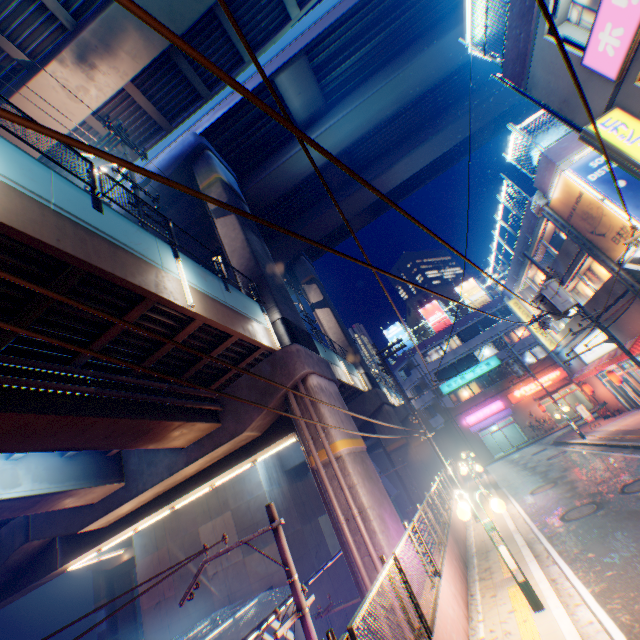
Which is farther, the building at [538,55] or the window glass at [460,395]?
the window glass at [460,395]

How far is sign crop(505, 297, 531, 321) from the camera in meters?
28.0 m

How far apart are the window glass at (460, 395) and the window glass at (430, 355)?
4.4m

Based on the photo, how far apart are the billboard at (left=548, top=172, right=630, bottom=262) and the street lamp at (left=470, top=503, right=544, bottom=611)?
13.14m

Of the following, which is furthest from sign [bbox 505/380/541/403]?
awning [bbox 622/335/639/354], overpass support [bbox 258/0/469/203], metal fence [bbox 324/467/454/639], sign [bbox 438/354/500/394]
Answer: awning [bbox 622/335/639/354]

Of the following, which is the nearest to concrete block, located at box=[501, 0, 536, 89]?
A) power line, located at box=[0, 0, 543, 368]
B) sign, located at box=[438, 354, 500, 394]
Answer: power line, located at box=[0, 0, 543, 368]

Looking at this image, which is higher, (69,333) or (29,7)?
(29,7)

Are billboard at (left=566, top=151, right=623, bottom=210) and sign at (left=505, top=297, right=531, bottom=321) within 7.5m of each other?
no
